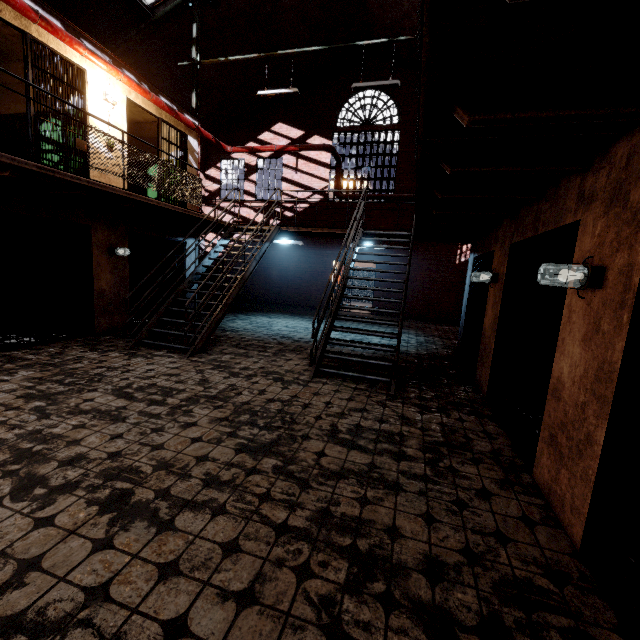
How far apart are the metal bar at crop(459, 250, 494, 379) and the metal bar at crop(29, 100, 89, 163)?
8.1 meters

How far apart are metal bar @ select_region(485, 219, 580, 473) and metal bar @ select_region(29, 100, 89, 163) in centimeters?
801cm

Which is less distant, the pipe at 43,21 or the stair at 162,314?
the pipe at 43,21

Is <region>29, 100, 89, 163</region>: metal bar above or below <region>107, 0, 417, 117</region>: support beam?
below

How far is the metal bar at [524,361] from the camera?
3.14m

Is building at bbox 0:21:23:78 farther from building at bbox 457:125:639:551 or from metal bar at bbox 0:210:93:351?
building at bbox 457:125:639:551

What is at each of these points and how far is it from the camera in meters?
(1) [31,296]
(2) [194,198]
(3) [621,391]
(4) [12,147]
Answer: (1) metal bar, 5.9 m
(2) metal railing, 7.7 m
(3) metal bar, 2.0 m
(4) building, 7.4 m

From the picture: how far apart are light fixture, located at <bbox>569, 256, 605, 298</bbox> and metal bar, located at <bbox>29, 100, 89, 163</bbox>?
7.93m
